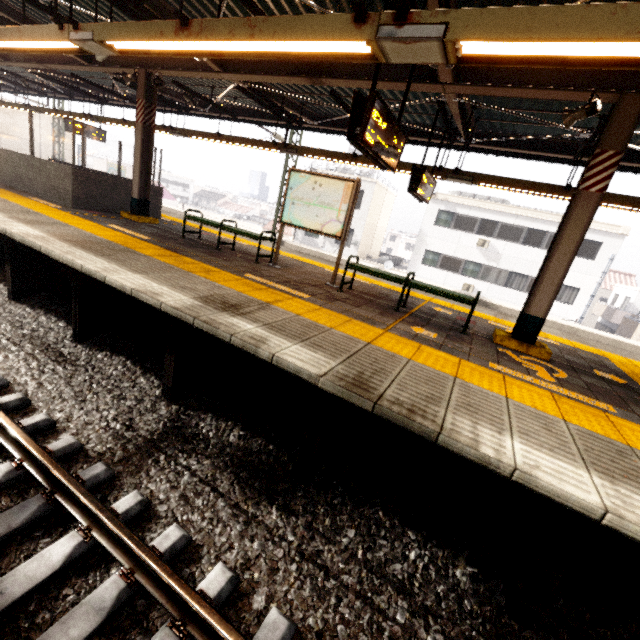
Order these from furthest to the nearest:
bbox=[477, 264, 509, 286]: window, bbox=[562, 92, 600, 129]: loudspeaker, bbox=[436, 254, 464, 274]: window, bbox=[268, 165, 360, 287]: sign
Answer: bbox=[436, 254, 464, 274]: window < bbox=[477, 264, 509, 286]: window < bbox=[268, 165, 360, 287]: sign < bbox=[562, 92, 600, 129]: loudspeaker

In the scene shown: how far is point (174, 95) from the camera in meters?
11.2 m

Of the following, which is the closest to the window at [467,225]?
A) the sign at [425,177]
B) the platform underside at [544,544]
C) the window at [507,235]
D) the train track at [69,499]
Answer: the window at [507,235]

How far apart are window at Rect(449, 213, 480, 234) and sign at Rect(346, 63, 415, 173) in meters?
20.9 m

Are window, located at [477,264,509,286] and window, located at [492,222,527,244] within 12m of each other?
yes

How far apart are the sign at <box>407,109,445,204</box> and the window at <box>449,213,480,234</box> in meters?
17.7 m

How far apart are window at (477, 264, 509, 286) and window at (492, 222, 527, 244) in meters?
1.7 m

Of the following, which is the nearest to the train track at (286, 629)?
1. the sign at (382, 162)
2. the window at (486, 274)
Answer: the sign at (382, 162)
